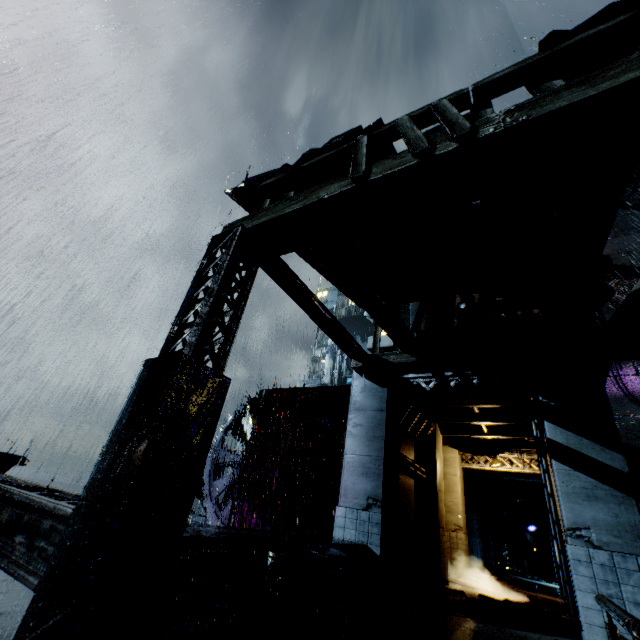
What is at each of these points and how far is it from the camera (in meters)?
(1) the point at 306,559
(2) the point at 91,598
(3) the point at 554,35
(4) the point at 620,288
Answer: (1) trash can, 4.40
(2) railing, 2.48
(3) sm, 3.92
(4) building vent, 26.17

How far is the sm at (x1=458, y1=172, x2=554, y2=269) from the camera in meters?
6.2 m

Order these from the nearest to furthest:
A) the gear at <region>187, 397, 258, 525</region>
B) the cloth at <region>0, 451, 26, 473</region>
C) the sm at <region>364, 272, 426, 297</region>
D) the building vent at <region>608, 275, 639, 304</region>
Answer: the sm at <region>364, 272, 426, 297</region> → the cloth at <region>0, 451, 26, 473</region> → the gear at <region>187, 397, 258, 525</region> → the building vent at <region>608, 275, 639, 304</region>

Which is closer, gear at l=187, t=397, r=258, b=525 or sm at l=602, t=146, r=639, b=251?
sm at l=602, t=146, r=639, b=251

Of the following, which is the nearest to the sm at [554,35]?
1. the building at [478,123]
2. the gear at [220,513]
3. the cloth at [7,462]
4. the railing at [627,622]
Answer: the building at [478,123]

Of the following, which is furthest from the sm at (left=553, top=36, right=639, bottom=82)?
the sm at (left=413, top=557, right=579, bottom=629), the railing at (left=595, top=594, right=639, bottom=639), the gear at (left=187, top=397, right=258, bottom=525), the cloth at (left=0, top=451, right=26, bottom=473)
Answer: the gear at (left=187, top=397, right=258, bottom=525)

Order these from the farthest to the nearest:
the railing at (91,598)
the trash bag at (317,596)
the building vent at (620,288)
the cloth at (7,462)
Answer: the building vent at (620,288), the cloth at (7,462), the trash bag at (317,596), the railing at (91,598)

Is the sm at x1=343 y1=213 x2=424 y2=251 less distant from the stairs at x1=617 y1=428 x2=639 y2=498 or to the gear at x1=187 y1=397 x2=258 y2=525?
the stairs at x1=617 y1=428 x2=639 y2=498
